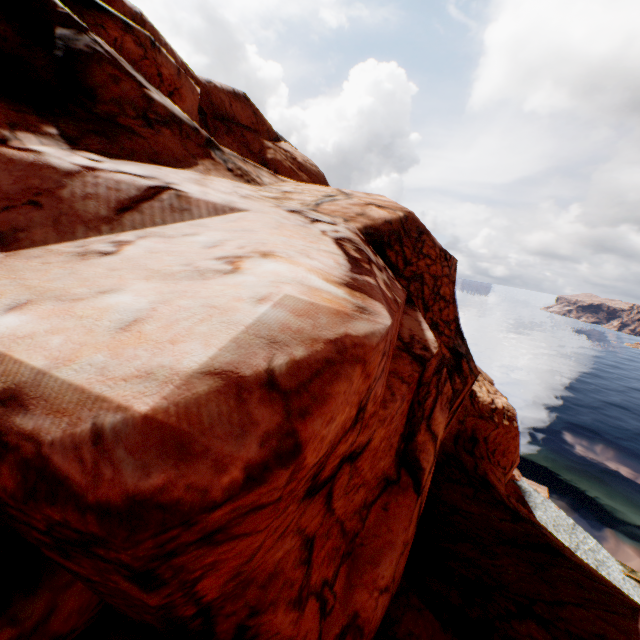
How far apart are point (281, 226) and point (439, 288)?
5.1 meters
